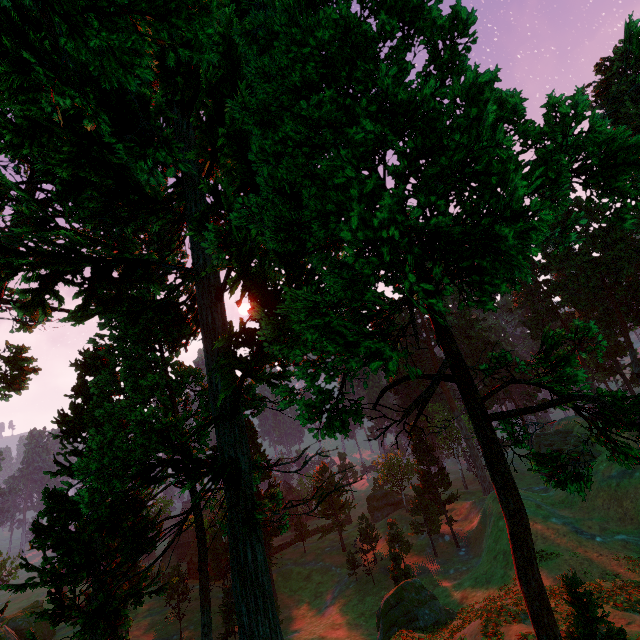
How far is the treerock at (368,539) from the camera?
40.2m

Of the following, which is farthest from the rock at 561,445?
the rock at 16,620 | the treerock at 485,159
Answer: the rock at 16,620

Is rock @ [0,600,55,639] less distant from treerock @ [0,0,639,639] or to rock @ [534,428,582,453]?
treerock @ [0,0,639,639]

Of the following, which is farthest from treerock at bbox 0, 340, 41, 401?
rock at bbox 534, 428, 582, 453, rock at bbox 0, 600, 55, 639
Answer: rock at bbox 0, 600, 55, 639

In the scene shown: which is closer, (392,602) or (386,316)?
(386,316)

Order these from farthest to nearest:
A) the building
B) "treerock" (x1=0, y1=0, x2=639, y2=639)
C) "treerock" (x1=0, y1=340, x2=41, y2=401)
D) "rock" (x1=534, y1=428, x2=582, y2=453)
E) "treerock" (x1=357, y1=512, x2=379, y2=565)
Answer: the building, "rock" (x1=534, y1=428, x2=582, y2=453), "treerock" (x1=357, y1=512, x2=379, y2=565), "treerock" (x1=0, y1=340, x2=41, y2=401), "treerock" (x1=0, y1=0, x2=639, y2=639)
